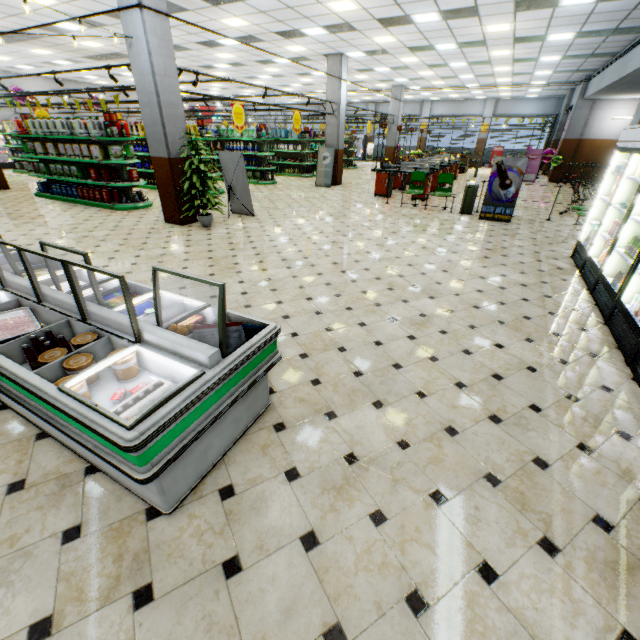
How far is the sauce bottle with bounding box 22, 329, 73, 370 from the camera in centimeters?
217cm

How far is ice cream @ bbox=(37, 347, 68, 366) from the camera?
2.0 meters

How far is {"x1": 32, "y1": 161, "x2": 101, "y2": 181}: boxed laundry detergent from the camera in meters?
9.6

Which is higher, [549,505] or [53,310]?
[53,310]

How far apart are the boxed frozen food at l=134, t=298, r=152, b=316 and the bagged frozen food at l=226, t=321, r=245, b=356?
0.9 meters

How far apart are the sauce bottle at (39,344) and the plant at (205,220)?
5.9m

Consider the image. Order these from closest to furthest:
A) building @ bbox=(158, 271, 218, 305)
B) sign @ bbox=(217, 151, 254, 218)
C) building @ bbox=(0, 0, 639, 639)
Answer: building @ bbox=(0, 0, 639, 639), building @ bbox=(158, 271, 218, 305), sign @ bbox=(217, 151, 254, 218)

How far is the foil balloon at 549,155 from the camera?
17.73m
